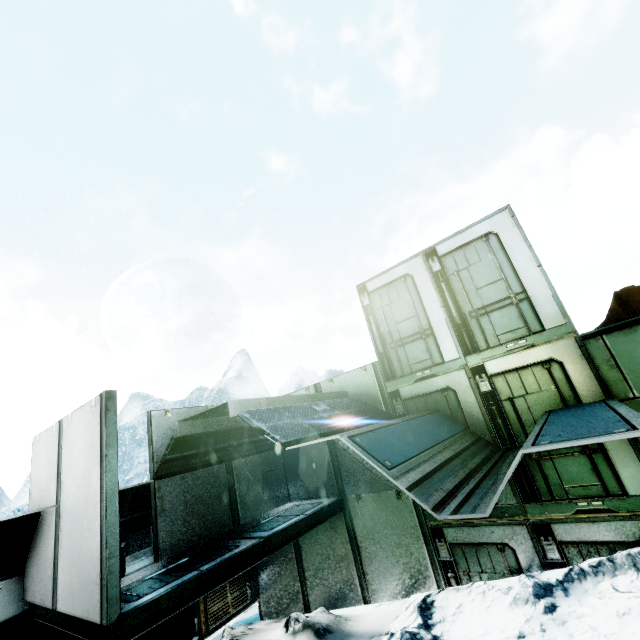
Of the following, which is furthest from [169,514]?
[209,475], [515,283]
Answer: [515,283]
